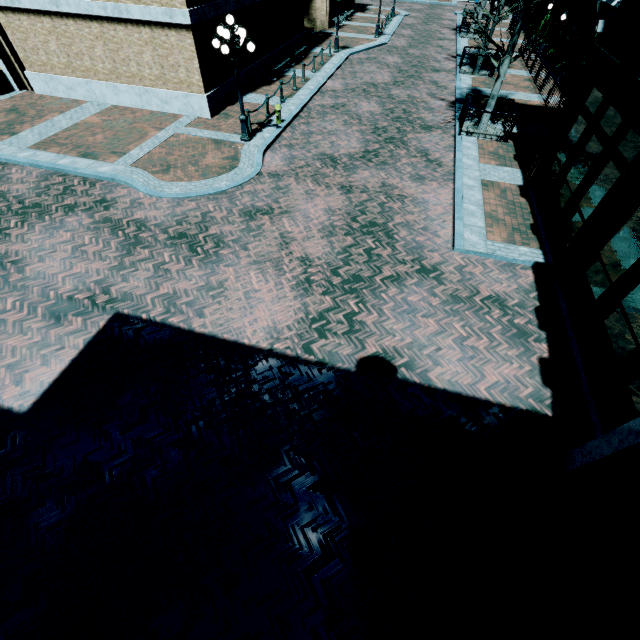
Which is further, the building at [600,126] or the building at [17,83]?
the building at [17,83]

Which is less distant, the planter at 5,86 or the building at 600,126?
the building at 600,126

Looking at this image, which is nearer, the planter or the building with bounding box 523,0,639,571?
the building with bounding box 523,0,639,571

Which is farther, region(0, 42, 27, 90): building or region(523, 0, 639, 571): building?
region(0, 42, 27, 90): building

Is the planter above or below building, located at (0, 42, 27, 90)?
below

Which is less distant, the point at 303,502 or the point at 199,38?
the point at 303,502
